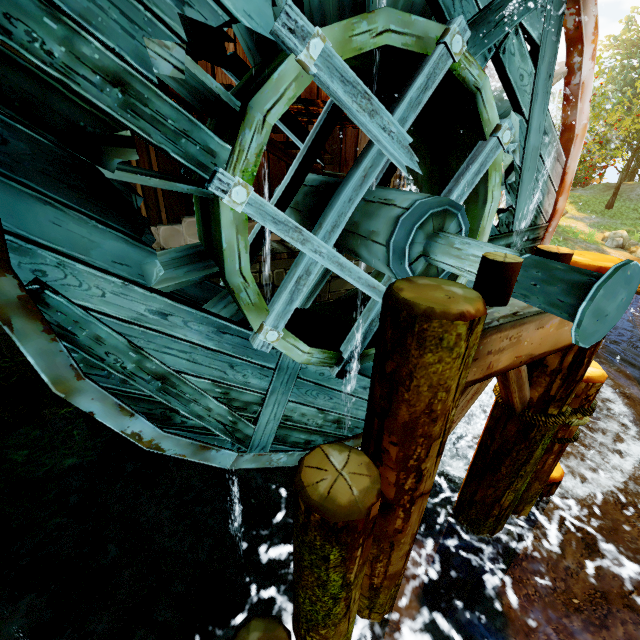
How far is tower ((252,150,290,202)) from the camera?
5.16m

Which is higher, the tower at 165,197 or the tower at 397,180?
the tower at 397,180

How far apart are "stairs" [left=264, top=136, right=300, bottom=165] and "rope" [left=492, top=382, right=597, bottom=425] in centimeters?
351cm

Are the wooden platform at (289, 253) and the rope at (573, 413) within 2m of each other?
no

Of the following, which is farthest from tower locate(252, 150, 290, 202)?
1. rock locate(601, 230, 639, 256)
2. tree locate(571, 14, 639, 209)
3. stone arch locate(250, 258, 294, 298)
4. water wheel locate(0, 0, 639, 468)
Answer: rock locate(601, 230, 639, 256)

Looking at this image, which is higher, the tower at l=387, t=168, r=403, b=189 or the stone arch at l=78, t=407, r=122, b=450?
the tower at l=387, t=168, r=403, b=189

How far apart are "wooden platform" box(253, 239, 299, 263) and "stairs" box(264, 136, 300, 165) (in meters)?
1.05

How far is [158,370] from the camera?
2.84m
